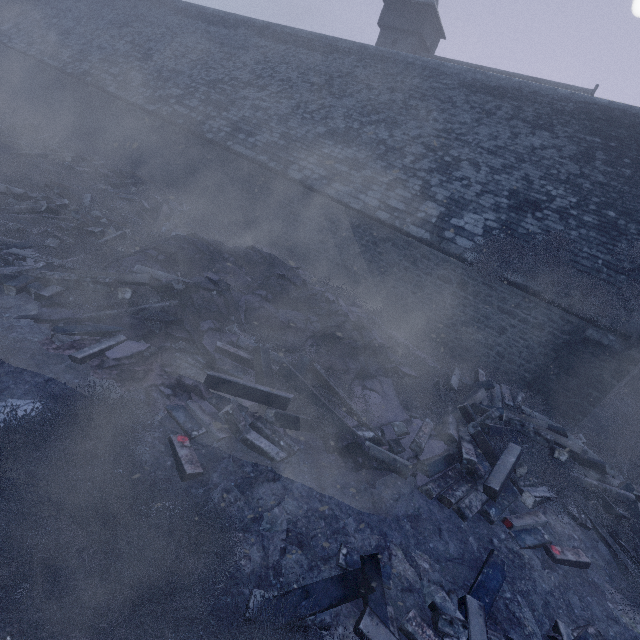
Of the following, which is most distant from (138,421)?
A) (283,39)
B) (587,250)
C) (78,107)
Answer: (78,107)

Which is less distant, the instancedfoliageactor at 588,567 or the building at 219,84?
the instancedfoliageactor at 588,567

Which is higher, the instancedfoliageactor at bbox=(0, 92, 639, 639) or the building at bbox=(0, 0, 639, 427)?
the building at bbox=(0, 0, 639, 427)

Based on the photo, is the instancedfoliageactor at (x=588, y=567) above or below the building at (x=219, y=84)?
below

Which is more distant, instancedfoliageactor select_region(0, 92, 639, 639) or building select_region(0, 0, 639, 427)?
building select_region(0, 0, 639, 427)
